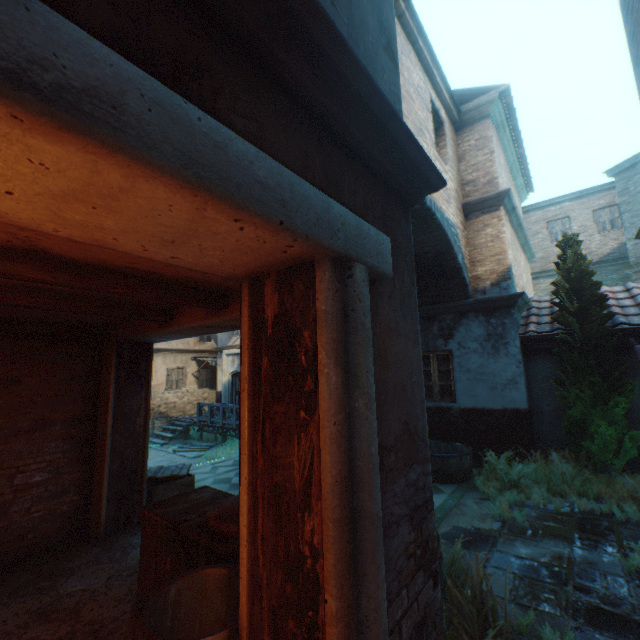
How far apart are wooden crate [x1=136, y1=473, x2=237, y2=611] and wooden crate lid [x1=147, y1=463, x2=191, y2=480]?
2.02m

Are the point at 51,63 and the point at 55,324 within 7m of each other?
yes

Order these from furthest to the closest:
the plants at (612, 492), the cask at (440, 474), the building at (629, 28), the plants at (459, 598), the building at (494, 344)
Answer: the cask at (440, 474) < the plants at (612, 492) < the building at (629, 28) < the plants at (459, 598) < the building at (494, 344)

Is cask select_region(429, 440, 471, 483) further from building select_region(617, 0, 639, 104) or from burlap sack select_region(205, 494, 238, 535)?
burlap sack select_region(205, 494, 238, 535)

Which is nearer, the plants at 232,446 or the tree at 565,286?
the tree at 565,286

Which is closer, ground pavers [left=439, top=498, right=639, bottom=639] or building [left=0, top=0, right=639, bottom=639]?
building [left=0, top=0, right=639, bottom=639]

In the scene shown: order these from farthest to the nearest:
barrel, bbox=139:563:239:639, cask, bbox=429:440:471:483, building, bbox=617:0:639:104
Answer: cask, bbox=429:440:471:483 < building, bbox=617:0:639:104 < barrel, bbox=139:563:239:639

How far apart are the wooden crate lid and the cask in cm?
452
